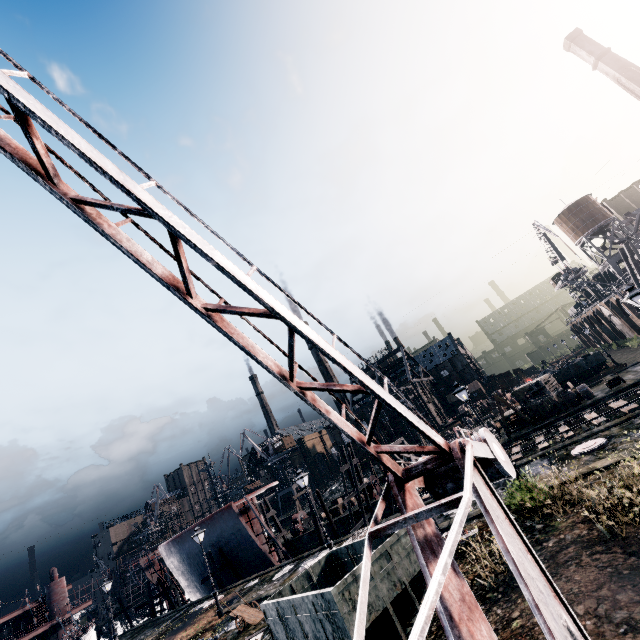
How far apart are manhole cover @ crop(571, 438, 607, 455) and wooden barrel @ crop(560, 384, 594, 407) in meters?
15.7

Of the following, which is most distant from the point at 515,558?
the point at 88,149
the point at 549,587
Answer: the point at 88,149

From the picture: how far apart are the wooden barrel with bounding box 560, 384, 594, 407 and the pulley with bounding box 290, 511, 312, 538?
34.4m

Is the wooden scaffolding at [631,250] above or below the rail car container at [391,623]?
above

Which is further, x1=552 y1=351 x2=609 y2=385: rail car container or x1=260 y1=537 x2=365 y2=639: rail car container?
x1=552 y1=351 x2=609 y2=385: rail car container

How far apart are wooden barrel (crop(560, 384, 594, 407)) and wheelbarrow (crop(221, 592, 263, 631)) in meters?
30.9 m

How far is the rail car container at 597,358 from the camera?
40.09m

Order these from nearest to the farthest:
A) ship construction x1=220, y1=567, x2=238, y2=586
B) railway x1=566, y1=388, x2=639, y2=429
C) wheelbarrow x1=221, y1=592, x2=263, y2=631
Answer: wheelbarrow x1=221, y1=592, x2=263, y2=631 < railway x1=566, y1=388, x2=639, y2=429 < ship construction x1=220, y1=567, x2=238, y2=586
